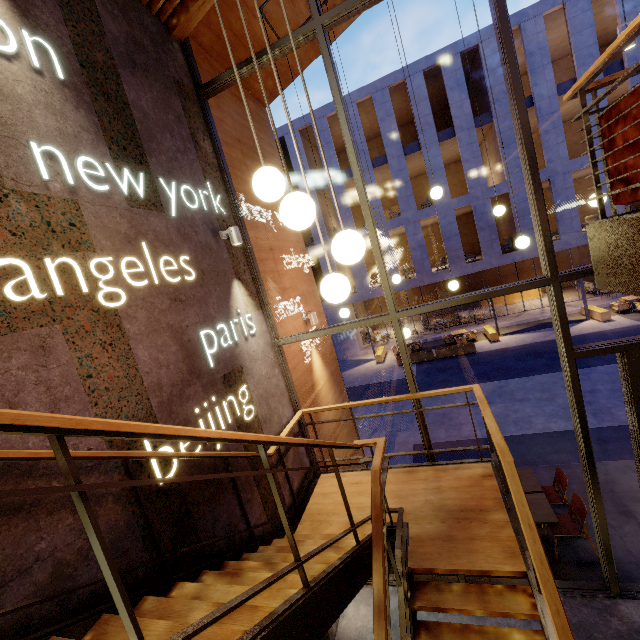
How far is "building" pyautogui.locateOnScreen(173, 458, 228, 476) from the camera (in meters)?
3.06

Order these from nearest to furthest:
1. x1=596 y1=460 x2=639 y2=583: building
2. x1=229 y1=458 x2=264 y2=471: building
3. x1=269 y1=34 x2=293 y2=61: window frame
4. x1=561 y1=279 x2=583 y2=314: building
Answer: x1=229 y1=458 x2=264 y2=471: building < x1=269 y1=34 x2=293 y2=61: window frame < x1=596 y1=460 x2=639 y2=583: building < x1=561 y1=279 x2=583 y2=314: building

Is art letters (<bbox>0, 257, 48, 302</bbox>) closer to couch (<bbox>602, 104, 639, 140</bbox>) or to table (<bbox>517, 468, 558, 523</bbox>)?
couch (<bbox>602, 104, 639, 140</bbox>)

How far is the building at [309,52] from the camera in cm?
652

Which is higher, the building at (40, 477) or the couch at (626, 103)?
the couch at (626, 103)

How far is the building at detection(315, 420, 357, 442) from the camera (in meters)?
6.28

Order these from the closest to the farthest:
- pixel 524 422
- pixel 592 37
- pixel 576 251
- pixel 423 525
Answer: pixel 423 525 < pixel 524 422 < pixel 592 37 < pixel 576 251

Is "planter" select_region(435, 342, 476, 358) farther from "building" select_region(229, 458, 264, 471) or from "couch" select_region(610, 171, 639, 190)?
"couch" select_region(610, 171, 639, 190)
